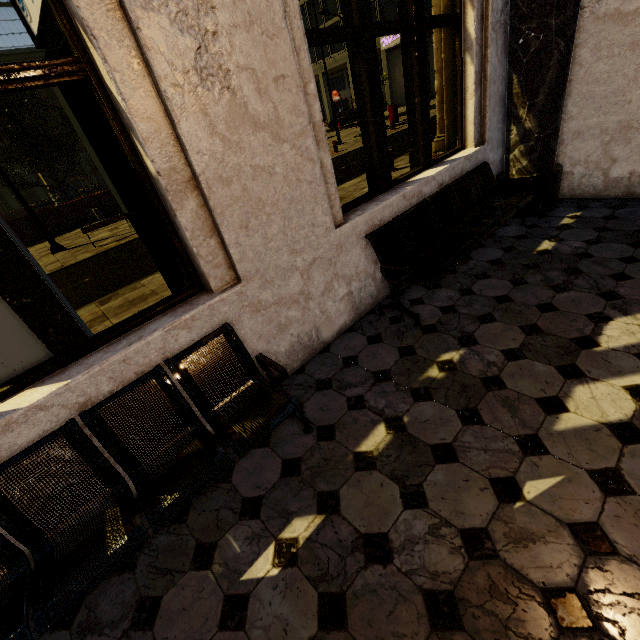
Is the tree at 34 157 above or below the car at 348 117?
above

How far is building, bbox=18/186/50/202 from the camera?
51.1 meters

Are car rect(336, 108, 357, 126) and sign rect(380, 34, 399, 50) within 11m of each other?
yes

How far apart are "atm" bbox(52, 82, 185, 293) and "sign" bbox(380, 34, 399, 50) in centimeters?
3912cm

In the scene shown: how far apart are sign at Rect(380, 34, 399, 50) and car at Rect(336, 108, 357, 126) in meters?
7.3 m

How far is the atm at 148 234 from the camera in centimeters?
242cm

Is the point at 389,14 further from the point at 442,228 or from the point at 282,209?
the point at 282,209

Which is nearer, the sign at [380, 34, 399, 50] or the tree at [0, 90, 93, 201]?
the tree at [0, 90, 93, 201]
